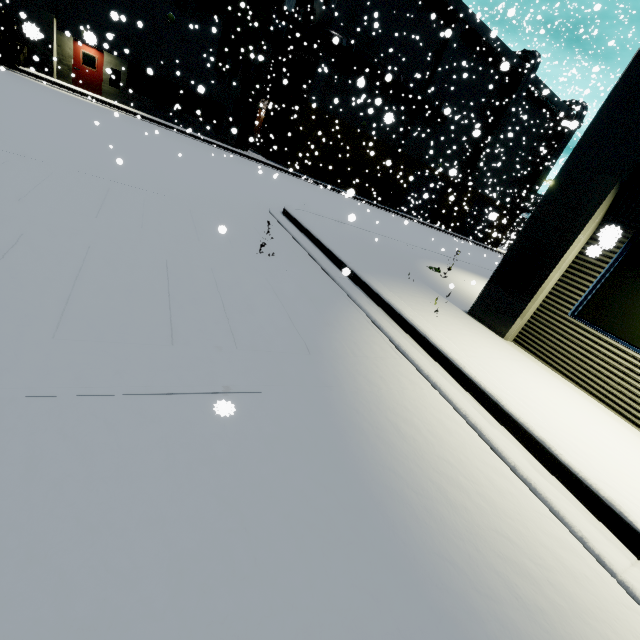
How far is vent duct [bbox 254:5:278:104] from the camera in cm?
2213

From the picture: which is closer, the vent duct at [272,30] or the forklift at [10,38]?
the forklift at [10,38]

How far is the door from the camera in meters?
18.8 m

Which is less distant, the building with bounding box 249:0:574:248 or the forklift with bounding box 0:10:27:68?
the forklift with bounding box 0:10:27:68

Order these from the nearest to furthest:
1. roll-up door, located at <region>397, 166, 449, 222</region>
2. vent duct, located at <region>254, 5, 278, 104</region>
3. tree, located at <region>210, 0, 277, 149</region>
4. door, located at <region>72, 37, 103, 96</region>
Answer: door, located at <region>72, 37, 103, 96</region> < tree, located at <region>210, 0, 277, 149</region> < vent duct, located at <region>254, 5, 278, 104</region> < roll-up door, located at <region>397, 166, 449, 222</region>

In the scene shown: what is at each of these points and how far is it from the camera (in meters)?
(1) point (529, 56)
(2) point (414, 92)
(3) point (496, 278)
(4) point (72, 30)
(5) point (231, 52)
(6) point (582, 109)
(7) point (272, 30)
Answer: (1) vent duct, 29.12
(2) pipe, 26.31
(3) building, 6.14
(4) building, 18.22
(5) tree, 21.38
(6) vent duct, 33.94
(7) vent duct, 22.44

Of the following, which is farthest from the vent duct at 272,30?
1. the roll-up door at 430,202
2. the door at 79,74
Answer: the roll-up door at 430,202

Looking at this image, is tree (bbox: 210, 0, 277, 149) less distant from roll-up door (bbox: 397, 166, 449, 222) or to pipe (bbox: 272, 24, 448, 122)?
pipe (bbox: 272, 24, 448, 122)
